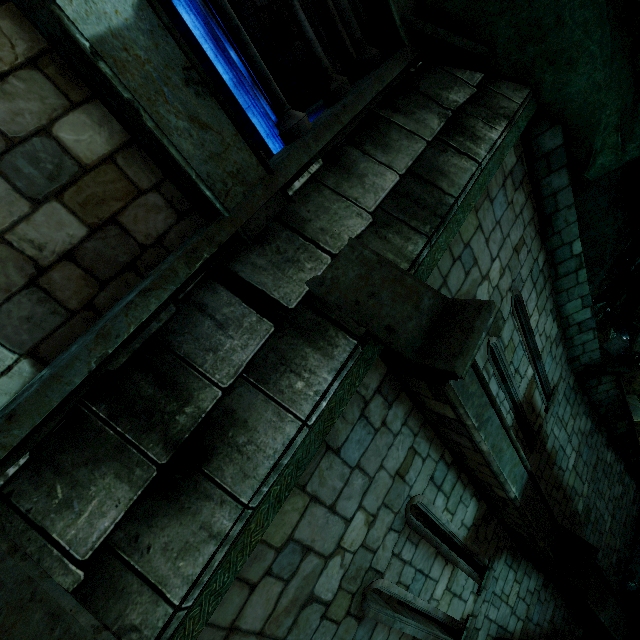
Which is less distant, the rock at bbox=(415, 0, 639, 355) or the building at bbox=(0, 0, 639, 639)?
the building at bbox=(0, 0, 639, 639)

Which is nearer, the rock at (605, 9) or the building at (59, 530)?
the building at (59, 530)

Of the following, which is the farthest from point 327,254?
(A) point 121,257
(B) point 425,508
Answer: (B) point 425,508
